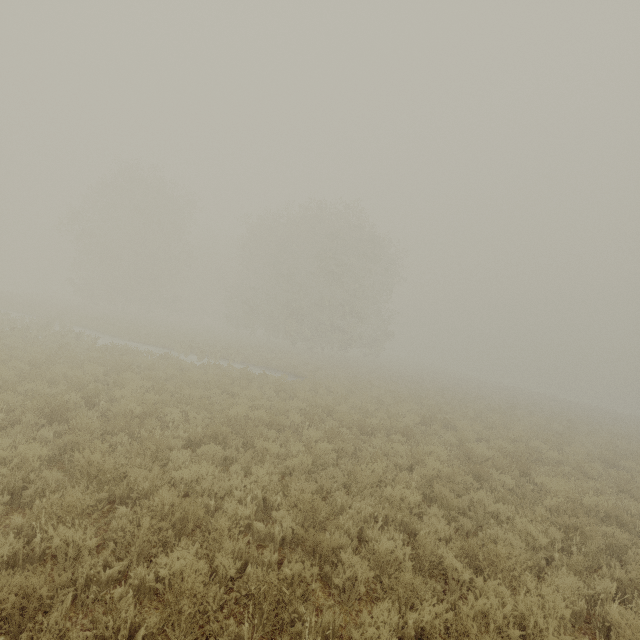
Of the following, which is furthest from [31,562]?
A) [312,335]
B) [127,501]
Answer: [312,335]
